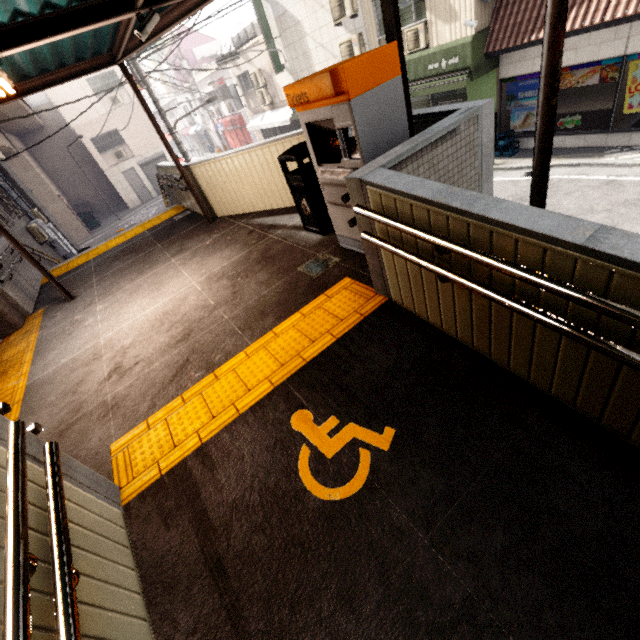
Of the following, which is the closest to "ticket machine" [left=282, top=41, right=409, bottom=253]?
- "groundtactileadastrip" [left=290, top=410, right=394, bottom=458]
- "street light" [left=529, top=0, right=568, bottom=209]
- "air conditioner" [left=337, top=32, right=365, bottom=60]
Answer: "street light" [left=529, top=0, right=568, bottom=209]

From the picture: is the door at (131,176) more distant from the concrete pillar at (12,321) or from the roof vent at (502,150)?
the roof vent at (502,150)

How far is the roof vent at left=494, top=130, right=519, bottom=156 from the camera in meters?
10.0 m

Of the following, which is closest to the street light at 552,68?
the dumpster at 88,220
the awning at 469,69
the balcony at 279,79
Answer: the awning at 469,69

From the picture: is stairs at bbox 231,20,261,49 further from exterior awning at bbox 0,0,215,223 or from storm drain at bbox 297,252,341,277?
storm drain at bbox 297,252,341,277

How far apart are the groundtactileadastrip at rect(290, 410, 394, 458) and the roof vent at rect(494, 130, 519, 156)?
11.1 meters

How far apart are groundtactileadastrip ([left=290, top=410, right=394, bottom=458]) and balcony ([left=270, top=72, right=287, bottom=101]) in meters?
18.6 m

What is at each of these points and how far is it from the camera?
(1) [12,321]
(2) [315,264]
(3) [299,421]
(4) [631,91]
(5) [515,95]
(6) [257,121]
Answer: (1) concrete pillar, 5.94m
(2) storm drain, 4.21m
(3) groundtactileadastrip, 2.49m
(4) sign, 7.75m
(5) sign, 9.65m
(6) awning, 20.73m
